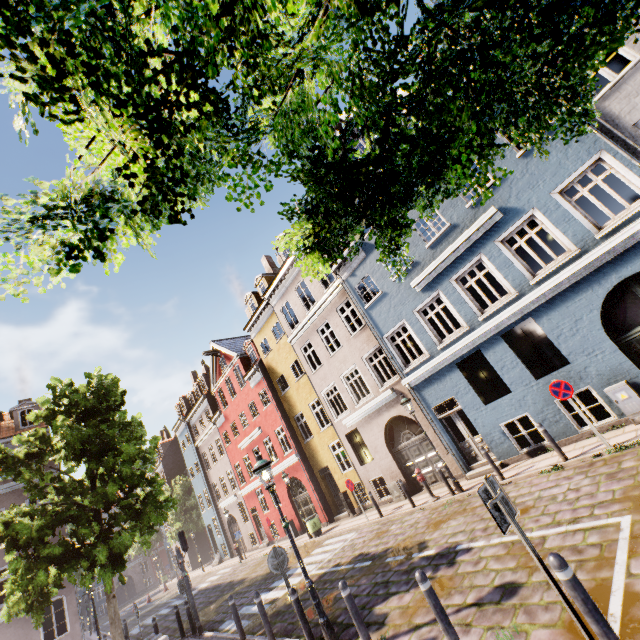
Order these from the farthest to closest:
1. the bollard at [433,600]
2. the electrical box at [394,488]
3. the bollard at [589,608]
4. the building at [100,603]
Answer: the building at [100,603]
the electrical box at [394,488]
the bollard at [433,600]
the bollard at [589,608]

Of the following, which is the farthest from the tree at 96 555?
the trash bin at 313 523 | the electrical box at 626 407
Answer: the electrical box at 626 407

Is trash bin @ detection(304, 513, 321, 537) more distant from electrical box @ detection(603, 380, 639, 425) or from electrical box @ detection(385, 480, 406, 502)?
electrical box @ detection(603, 380, 639, 425)

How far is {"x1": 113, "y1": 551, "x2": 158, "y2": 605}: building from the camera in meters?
49.4

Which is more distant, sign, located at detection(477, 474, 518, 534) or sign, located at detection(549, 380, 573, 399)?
sign, located at detection(549, 380, 573, 399)

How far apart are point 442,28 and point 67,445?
14.9m

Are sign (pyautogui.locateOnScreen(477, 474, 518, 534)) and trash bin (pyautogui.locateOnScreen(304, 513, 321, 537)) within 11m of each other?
no

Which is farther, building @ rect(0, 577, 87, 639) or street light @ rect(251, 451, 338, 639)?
building @ rect(0, 577, 87, 639)
